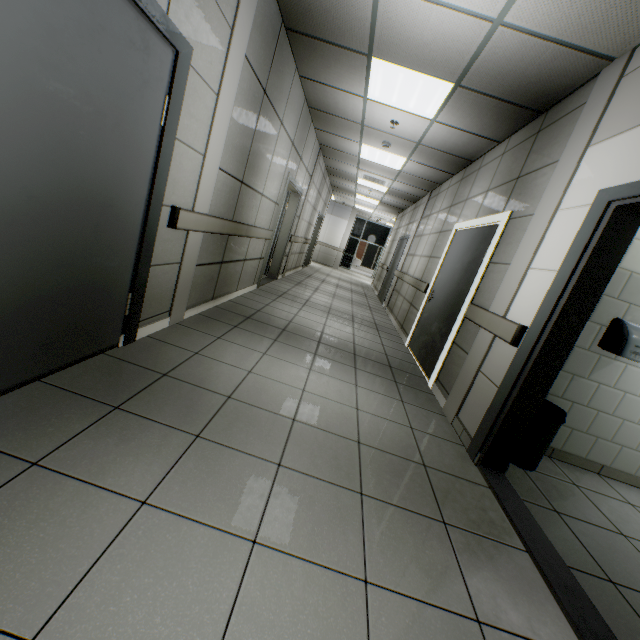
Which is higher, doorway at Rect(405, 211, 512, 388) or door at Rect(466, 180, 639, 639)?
doorway at Rect(405, 211, 512, 388)

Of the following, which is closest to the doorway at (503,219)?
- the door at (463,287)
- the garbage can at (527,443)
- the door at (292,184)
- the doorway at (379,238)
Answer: the door at (463,287)

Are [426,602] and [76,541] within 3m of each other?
yes

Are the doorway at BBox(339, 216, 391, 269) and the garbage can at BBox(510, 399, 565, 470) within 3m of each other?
no

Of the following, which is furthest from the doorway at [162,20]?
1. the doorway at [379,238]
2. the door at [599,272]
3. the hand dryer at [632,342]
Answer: the doorway at [379,238]

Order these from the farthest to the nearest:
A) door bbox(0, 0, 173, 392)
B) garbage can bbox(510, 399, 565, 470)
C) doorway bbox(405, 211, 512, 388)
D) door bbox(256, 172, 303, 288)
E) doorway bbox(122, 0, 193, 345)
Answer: door bbox(256, 172, 303, 288) → doorway bbox(405, 211, 512, 388) → garbage can bbox(510, 399, 565, 470) → doorway bbox(122, 0, 193, 345) → door bbox(0, 0, 173, 392)

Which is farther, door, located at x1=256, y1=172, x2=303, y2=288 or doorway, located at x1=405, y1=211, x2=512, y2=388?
door, located at x1=256, y1=172, x2=303, y2=288

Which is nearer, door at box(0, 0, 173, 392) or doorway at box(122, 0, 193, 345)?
door at box(0, 0, 173, 392)
